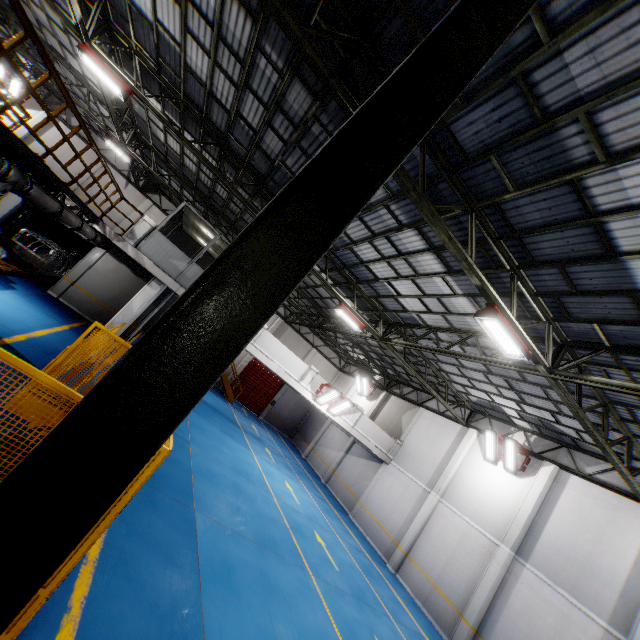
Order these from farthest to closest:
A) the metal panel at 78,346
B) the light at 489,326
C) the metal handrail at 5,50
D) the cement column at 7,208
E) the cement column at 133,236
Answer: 1. the cement column at 7,208
2. the cement column at 133,236
3. the light at 489,326
4. the metal handrail at 5,50
5. the metal panel at 78,346

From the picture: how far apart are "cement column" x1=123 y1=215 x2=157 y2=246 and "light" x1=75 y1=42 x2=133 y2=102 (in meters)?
4.26

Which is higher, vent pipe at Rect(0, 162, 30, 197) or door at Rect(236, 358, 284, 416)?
vent pipe at Rect(0, 162, 30, 197)

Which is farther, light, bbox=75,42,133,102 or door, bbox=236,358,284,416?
door, bbox=236,358,284,416

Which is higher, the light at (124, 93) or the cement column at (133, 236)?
the light at (124, 93)

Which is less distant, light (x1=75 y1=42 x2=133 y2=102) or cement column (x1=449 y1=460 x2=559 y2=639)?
light (x1=75 y1=42 x2=133 y2=102)

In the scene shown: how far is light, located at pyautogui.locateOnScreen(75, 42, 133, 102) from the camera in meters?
10.0 m

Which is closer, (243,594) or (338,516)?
(243,594)
